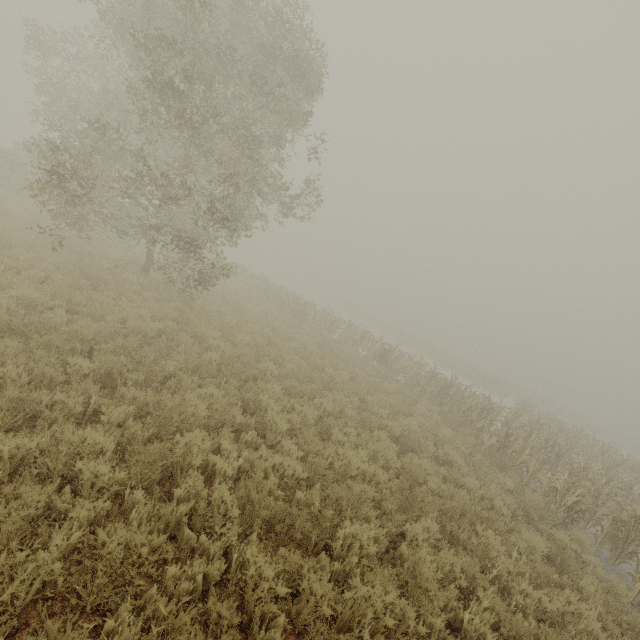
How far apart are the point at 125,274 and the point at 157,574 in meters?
11.3
